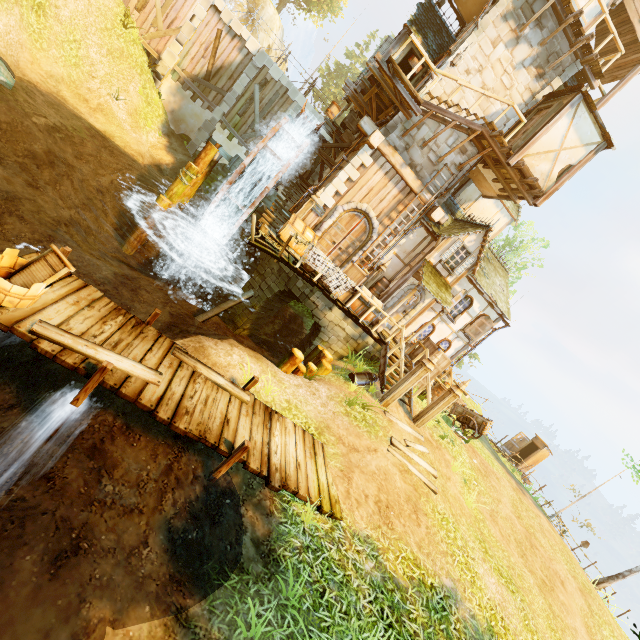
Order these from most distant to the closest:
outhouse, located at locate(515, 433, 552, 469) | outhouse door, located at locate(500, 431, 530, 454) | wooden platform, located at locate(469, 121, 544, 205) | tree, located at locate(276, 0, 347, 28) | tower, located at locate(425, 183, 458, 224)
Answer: tree, located at locate(276, 0, 347, 28)
outhouse door, located at locate(500, 431, 530, 454)
outhouse, located at locate(515, 433, 552, 469)
tower, located at locate(425, 183, 458, 224)
wooden platform, located at locate(469, 121, 544, 205)

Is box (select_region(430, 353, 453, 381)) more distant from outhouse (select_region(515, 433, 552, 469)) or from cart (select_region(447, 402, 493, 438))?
outhouse (select_region(515, 433, 552, 469))

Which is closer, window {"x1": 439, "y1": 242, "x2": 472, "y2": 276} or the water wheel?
the water wheel

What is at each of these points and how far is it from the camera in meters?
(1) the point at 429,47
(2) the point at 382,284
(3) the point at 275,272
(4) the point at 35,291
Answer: (1) building, 13.0
(2) barrel, 15.1
(3) stone arch, 12.4
(4) tub, 4.4

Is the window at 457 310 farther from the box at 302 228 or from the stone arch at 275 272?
the box at 302 228

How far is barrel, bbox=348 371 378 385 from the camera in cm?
1088

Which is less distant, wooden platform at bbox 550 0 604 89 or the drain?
wooden platform at bbox 550 0 604 89

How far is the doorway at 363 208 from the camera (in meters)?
13.82
